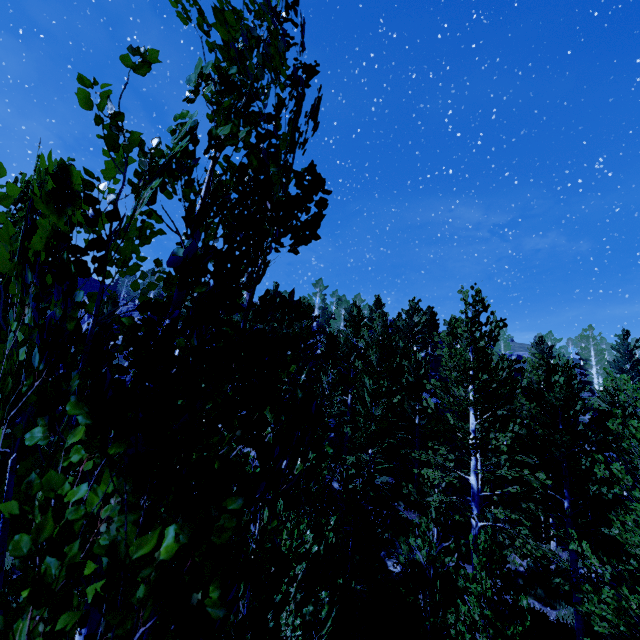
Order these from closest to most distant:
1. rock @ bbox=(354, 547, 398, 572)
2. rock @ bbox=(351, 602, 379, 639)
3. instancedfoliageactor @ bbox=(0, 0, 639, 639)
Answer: instancedfoliageactor @ bbox=(0, 0, 639, 639) → rock @ bbox=(351, 602, 379, 639) → rock @ bbox=(354, 547, 398, 572)

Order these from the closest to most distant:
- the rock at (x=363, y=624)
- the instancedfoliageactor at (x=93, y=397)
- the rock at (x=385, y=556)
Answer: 1. the instancedfoliageactor at (x=93, y=397)
2. the rock at (x=363, y=624)
3. the rock at (x=385, y=556)

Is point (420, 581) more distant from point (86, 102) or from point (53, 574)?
point (86, 102)

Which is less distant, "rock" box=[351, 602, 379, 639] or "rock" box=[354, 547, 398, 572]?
"rock" box=[351, 602, 379, 639]

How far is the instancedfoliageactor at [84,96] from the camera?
1.2 meters

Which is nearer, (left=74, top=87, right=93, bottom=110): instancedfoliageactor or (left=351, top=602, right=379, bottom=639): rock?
(left=74, top=87, right=93, bottom=110): instancedfoliageactor

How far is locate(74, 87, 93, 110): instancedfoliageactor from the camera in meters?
1.2 m
